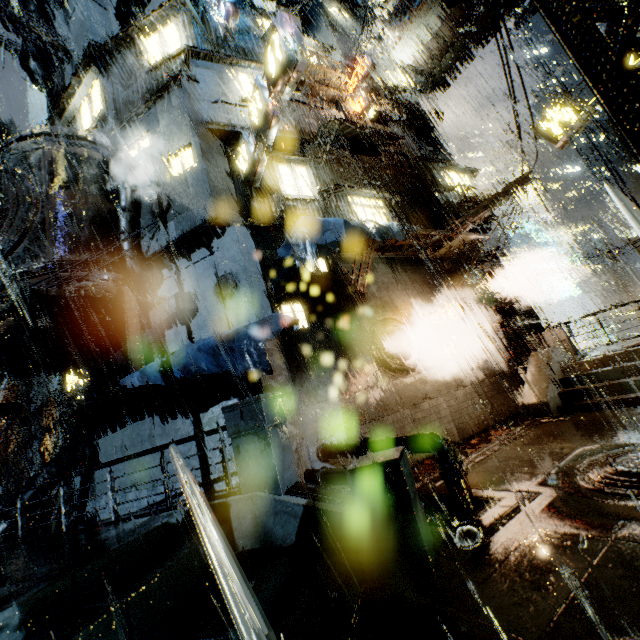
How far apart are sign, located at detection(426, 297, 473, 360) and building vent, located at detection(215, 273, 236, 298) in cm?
835

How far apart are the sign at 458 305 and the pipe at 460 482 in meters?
6.8 m

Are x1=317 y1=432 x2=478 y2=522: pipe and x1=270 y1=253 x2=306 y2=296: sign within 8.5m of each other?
yes

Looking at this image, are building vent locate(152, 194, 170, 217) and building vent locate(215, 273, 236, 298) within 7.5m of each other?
yes

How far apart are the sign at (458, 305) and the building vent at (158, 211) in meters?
11.7

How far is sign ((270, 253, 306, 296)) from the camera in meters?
9.7

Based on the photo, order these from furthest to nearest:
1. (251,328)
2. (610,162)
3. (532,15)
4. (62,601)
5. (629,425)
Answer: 1. (532,15)
2. (610,162)
3. (251,328)
4. (629,425)
5. (62,601)

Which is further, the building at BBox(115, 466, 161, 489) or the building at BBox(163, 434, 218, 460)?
the building at BBox(115, 466, 161, 489)
